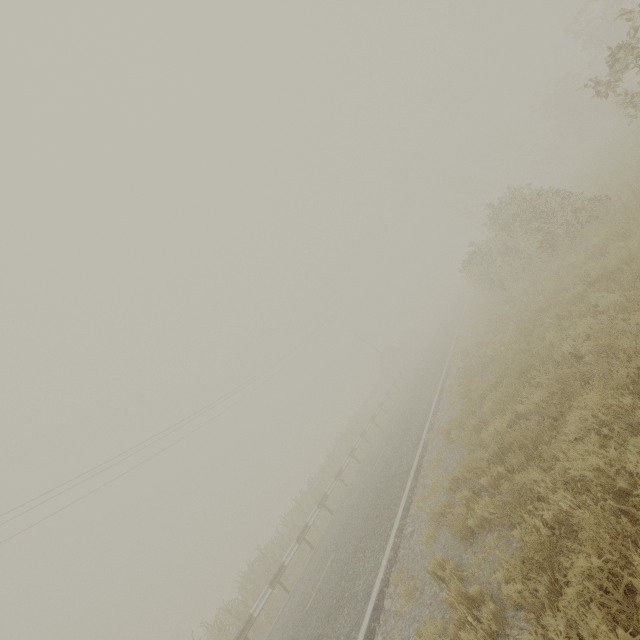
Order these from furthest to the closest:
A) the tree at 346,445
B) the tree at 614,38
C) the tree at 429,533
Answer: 1. the tree at 346,445
2. the tree at 614,38
3. the tree at 429,533

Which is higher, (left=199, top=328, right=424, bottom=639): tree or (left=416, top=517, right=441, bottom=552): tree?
(left=199, top=328, right=424, bottom=639): tree

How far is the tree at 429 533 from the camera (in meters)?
6.30

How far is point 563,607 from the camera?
3.06m

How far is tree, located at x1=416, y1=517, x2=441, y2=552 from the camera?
6.30m

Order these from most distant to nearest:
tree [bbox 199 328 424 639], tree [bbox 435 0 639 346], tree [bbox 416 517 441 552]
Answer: tree [bbox 199 328 424 639] → tree [bbox 435 0 639 346] → tree [bbox 416 517 441 552]

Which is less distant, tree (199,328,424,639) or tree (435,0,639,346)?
tree (435,0,639,346)
